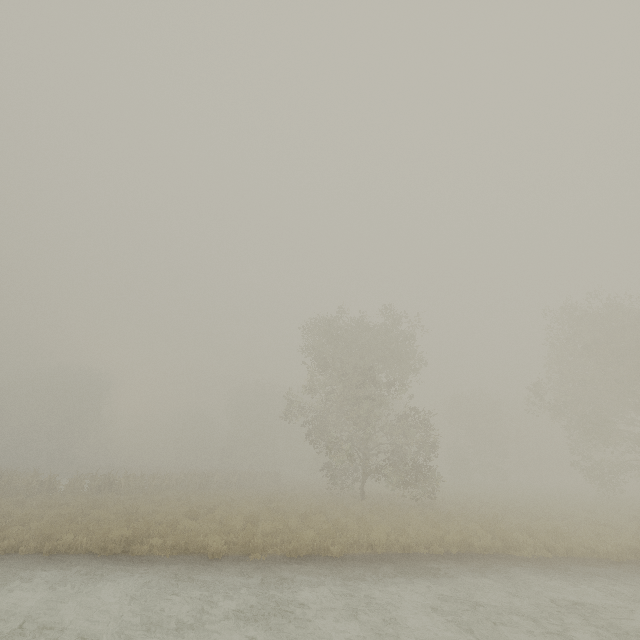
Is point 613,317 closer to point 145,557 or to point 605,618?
point 605,618
